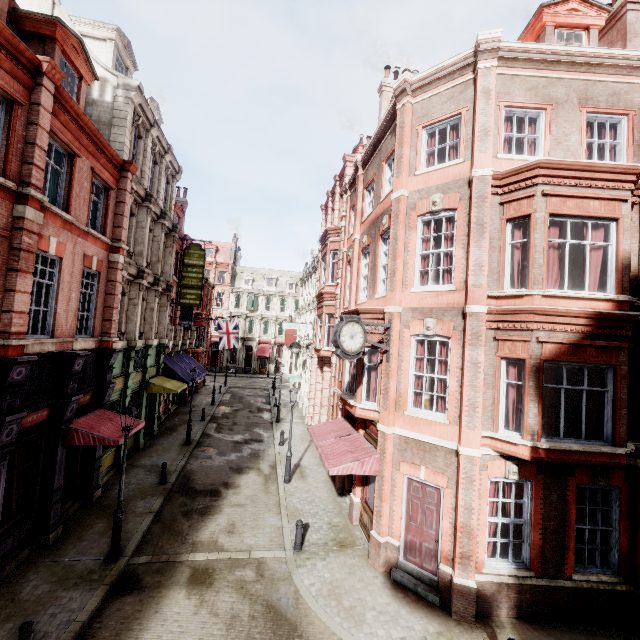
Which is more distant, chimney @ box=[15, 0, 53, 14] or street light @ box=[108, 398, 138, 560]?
chimney @ box=[15, 0, 53, 14]

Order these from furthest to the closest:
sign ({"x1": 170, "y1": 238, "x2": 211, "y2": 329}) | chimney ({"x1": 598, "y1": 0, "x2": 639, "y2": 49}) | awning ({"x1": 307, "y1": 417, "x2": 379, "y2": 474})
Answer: sign ({"x1": 170, "y1": 238, "x2": 211, "y2": 329})
chimney ({"x1": 598, "y1": 0, "x2": 639, "y2": 49})
awning ({"x1": 307, "y1": 417, "x2": 379, "y2": 474})

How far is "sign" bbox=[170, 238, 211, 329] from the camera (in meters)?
22.14

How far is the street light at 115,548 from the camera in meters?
10.0

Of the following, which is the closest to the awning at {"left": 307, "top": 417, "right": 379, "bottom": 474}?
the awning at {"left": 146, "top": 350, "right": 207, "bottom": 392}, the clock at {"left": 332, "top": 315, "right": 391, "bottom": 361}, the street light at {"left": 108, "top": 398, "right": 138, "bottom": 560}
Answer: the clock at {"left": 332, "top": 315, "right": 391, "bottom": 361}

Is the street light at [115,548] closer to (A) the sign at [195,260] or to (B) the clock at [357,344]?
(B) the clock at [357,344]

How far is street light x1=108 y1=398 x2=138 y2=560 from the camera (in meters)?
9.97

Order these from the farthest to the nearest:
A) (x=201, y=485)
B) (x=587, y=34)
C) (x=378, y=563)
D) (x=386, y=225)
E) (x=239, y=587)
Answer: (x=201, y=485) → (x=386, y=225) → (x=587, y=34) → (x=378, y=563) → (x=239, y=587)
